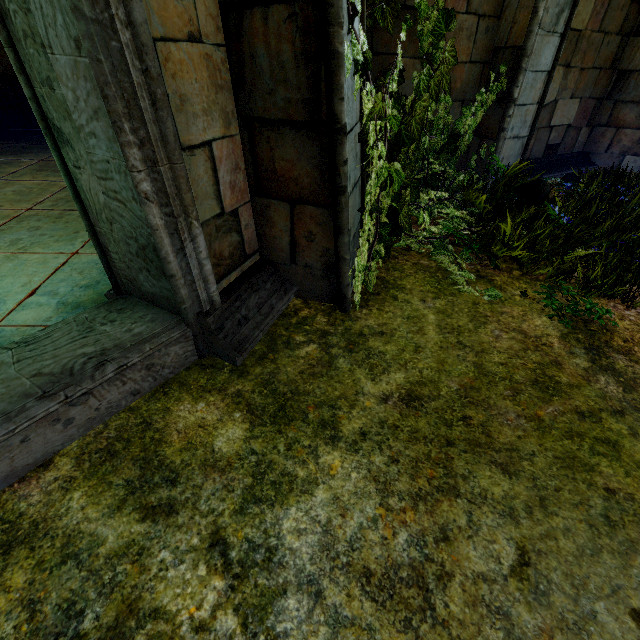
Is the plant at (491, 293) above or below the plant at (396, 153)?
below

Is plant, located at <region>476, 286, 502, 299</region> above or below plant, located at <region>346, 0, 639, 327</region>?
below

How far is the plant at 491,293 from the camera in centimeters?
264cm

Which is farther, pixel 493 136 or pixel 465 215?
pixel 493 136

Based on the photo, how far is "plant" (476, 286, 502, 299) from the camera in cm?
264
